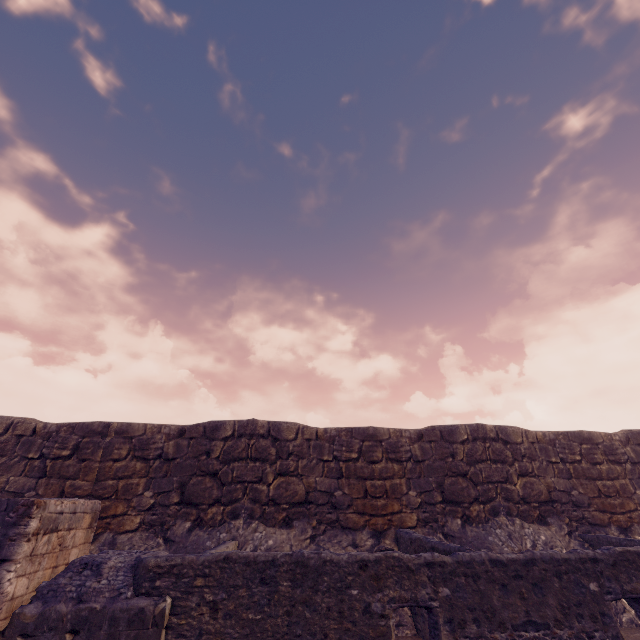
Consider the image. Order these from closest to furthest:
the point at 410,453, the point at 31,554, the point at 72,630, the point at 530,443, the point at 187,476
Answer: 1. the point at 72,630
2. the point at 31,554
3. the point at 187,476
4. the point at 410,453
5. the point at 530,443
